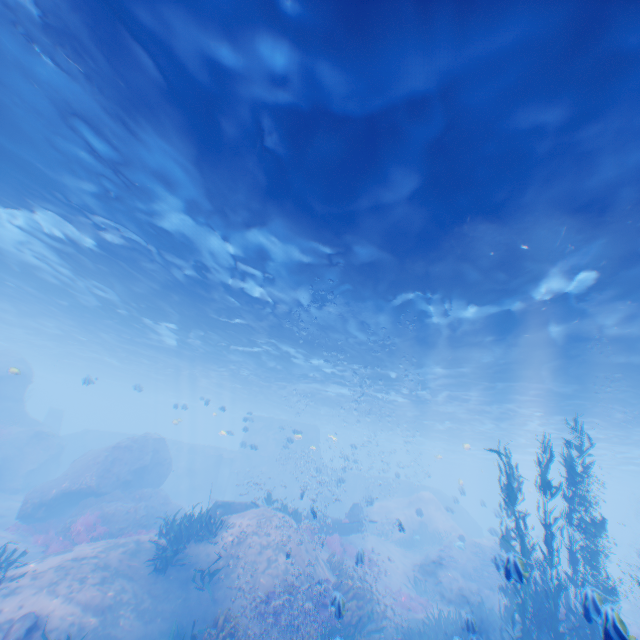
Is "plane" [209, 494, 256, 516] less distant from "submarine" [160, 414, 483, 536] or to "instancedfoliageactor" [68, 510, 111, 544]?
"submarine" [160, 414, 483, 536]

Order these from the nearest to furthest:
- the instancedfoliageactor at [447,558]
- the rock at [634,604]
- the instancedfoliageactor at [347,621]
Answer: the instancedfoliageactor at [347,621] < the instancedfoliageactor at [447,558] < the rock at [634,604]

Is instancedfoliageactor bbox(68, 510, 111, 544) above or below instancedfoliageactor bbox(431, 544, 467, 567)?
below

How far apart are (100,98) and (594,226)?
12.6 meters

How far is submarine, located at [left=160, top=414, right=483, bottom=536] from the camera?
34.5 meters

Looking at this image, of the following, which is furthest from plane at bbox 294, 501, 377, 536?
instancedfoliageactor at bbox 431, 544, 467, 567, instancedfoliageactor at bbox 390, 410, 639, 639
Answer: instancedfoliageactor at bbox 431, 544, 467, 567

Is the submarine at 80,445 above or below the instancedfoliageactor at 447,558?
above

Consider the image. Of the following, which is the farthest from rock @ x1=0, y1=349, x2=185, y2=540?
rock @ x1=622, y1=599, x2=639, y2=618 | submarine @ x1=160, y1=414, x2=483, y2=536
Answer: rock @ x1=622, y1=599, x2=639, y2=618
